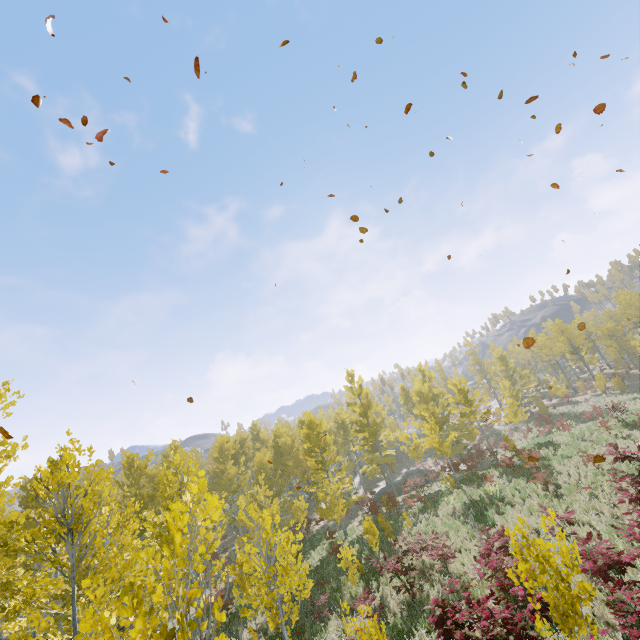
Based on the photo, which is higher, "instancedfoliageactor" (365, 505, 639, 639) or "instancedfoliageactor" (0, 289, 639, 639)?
"instancedfoliageactor" (0, 289, 639, 639)

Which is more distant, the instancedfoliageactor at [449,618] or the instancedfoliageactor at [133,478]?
the instancedfoliageactor at [133,478]

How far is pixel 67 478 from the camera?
18.47m

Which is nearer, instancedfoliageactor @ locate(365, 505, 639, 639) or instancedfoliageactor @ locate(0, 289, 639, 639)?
instancedfoliageactor @ locate(365, 505, 639, 639)

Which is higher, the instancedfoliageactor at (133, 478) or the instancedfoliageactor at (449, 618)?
the instancedfoliageactor at (133, 478)
